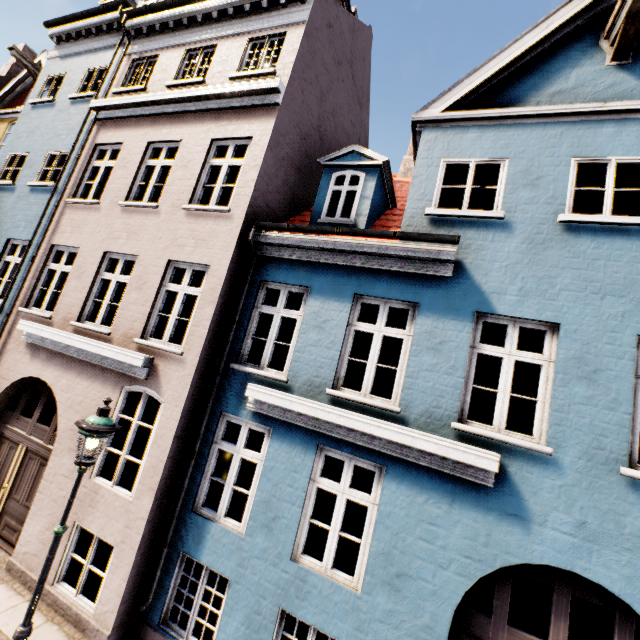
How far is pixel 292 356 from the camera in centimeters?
584cm

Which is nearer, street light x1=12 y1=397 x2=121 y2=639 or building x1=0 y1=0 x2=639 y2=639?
street light x1=12 y1=397 x2=121 y2=639

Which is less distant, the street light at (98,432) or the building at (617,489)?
the street light at (98,432)
